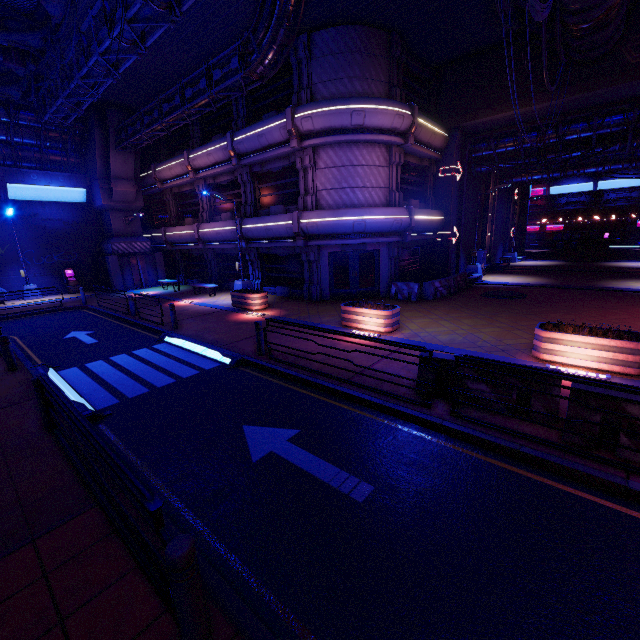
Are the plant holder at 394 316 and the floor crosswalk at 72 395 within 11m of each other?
yes

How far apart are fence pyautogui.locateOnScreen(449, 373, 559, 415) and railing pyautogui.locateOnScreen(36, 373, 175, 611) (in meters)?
5.24

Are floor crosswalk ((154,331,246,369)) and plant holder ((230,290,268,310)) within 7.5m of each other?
yes

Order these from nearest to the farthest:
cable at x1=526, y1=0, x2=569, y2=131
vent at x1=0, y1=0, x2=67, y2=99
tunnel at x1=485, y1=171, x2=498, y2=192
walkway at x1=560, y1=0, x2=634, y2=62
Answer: cable at x1=526, y1=0, x2=569, y2=131, walkway at x1=560, y1=0, x2=634, y2=62, vent at x1=0, y1=0, x2=67, y2=99, tunnel at x1=485, y1=171, x2=498, y2=192

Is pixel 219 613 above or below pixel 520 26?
below

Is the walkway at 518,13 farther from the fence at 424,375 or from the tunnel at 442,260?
the fence at 424,375

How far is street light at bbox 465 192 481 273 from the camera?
21.9m

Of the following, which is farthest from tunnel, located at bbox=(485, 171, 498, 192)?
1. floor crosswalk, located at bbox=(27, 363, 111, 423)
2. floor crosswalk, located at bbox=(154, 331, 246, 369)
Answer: floor crosswalk, located at bbox=(27, 363, 111, 423)
